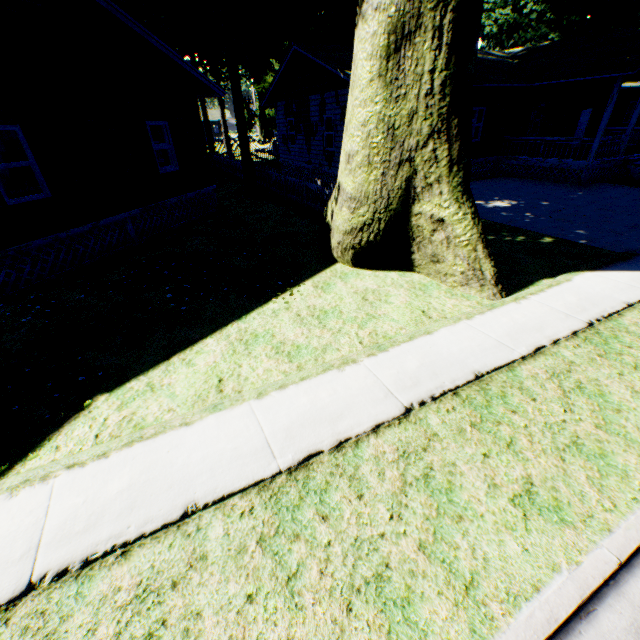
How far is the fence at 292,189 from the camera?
13.0 meters

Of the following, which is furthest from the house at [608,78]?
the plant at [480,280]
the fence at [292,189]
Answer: the plant at [480,280]

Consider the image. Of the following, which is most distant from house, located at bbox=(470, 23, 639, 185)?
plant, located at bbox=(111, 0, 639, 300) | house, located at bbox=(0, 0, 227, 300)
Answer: house, located at bbox=(0, 0, 227, 300)

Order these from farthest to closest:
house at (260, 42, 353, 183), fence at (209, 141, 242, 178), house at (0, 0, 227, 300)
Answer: fence at (209, 141, 242, 178) < house at (260, 42, 353, 183) < house at (0, 0, 227, 300)

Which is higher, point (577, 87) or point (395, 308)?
point (577, 87)

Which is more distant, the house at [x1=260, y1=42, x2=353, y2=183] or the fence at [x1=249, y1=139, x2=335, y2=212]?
the house at [x1=260, y1=42, x2=353, y2=183]

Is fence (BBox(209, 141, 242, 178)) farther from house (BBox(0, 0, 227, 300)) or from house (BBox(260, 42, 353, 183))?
house (BBox(0, 0, 227, 300))
